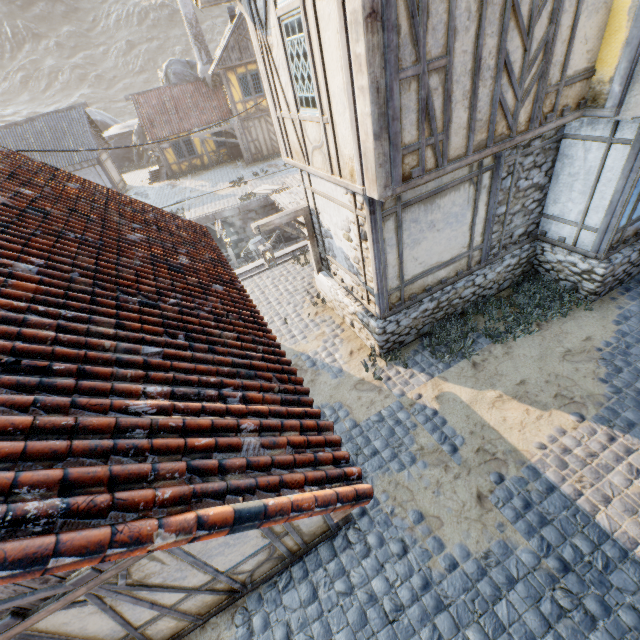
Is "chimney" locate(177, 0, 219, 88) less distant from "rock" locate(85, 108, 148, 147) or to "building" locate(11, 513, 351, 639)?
"rock" locate(85, 108, 148, 147)

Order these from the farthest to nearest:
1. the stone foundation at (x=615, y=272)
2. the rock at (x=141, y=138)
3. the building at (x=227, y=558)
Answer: the rock at (x=141, y=138) < the stone foundation at (x=615, y=272) < the building at (x=227, y=558)

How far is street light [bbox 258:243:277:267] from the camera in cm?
805

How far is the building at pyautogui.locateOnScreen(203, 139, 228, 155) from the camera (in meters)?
25.88

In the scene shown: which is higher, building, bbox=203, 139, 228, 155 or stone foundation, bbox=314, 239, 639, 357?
building, bbox=203, 139, 228, 155

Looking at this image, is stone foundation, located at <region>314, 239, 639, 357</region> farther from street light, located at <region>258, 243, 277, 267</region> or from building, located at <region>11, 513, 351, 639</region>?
building, located at <region>11, 513, 351, 639</region>

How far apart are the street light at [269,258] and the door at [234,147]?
21.6m

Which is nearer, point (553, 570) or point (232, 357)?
point (232, 357)
